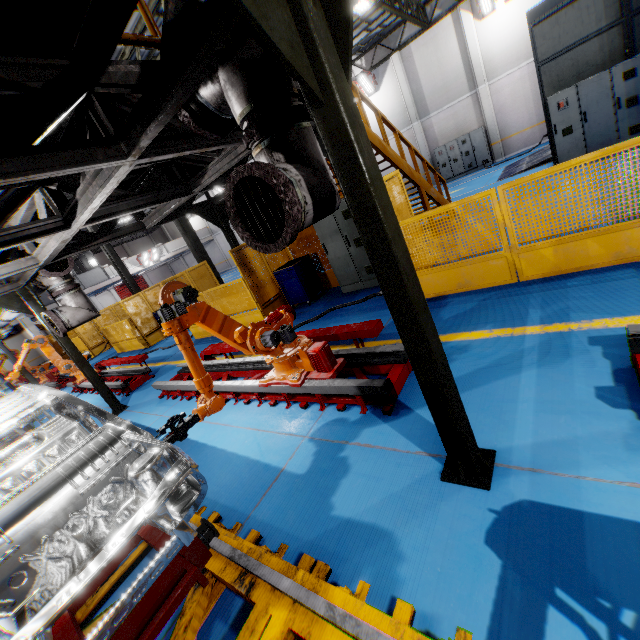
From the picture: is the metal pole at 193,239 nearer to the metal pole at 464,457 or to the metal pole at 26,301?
the metal pole at 26,301

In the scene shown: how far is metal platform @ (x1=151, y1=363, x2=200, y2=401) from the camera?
6.30m

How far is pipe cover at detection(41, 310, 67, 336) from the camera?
6.1m

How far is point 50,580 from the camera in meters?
2.5

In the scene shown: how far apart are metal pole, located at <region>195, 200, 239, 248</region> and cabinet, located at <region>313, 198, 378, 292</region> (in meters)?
2.01

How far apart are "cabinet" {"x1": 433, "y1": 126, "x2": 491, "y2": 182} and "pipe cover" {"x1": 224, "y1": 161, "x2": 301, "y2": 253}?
21.2 meters

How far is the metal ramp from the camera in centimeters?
1234cm

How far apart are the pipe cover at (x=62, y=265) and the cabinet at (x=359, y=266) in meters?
5.1 m
